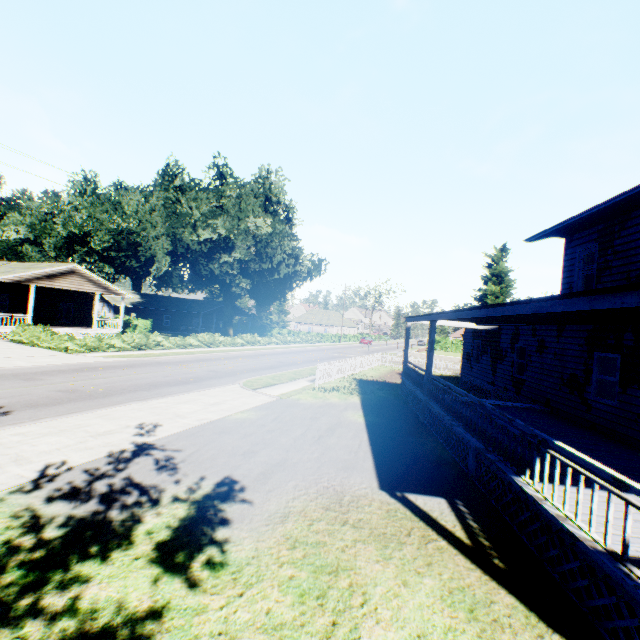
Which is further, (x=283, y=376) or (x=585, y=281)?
(x=283, y=376)

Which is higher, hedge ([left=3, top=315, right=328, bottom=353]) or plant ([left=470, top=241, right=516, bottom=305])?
plant ([left=470, top=241, right=516, bottom=305])

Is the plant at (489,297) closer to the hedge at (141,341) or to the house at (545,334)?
the house at (545,334)

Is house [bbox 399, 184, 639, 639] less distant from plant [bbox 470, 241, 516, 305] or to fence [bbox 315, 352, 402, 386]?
plant [bbox 470, 241, 516, 305]

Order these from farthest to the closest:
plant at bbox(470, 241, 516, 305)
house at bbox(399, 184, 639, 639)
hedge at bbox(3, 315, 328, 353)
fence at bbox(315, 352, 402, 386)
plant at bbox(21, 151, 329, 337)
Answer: plant at bbox(470, 241, 516, 305) < plant at bbox(21, 151, 329, 337) < hedge at bbox(3, 315, 328, 353) < fence at bbox(315, 352, 402, 386) < house at bbox(399, 184, 639, 639)

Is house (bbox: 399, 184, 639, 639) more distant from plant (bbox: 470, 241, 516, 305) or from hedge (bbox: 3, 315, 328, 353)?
hedge (bbox: 3, 315, 328, 353)

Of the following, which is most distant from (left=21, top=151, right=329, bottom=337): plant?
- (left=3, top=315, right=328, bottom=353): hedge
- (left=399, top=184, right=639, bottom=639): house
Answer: (left=3, top=315, right=328, bottom=353): hedge

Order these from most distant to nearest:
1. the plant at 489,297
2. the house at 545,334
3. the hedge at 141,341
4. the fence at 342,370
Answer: the plant at 489,297 → the hedge at 141,341 → the fence at 342,370 → the house at 545,334
